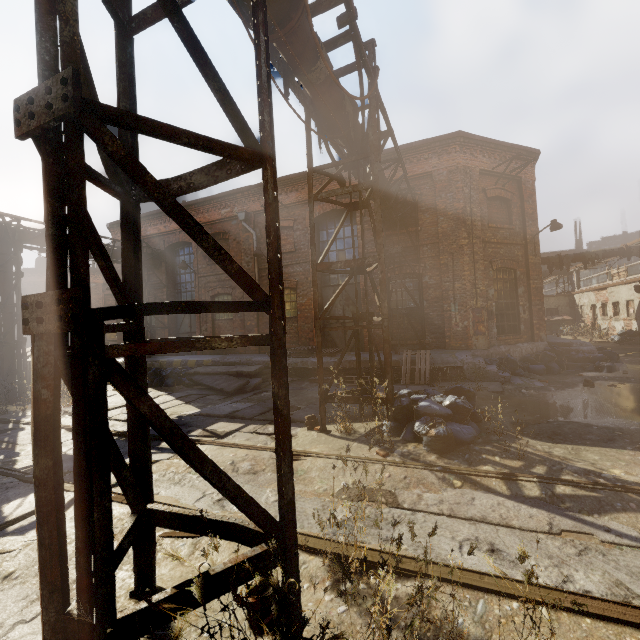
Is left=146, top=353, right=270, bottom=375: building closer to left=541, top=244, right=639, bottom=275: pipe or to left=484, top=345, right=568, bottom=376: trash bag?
left=484, top=345, right=568, bottom=376: trash bag

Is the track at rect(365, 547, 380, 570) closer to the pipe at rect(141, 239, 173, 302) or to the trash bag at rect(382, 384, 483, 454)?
the trash bag at rect(382, 384, 483, 454)

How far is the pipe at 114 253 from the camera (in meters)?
14.04

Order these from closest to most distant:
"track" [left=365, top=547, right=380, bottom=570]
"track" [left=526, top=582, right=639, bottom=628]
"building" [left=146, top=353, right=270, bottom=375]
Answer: "track" [left=526, top=582, right=639, bottom=628]
"track" [left=365, top=547, right=380, bottom=570]
"building" [left=146, top=353, right=270, bottom=375]

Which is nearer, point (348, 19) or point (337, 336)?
point (348, 19)

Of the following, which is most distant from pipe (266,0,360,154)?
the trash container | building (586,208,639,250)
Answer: building (586,208,639,250)

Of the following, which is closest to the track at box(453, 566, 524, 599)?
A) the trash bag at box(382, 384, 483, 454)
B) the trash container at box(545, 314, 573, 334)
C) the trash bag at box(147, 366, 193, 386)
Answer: the trash bag at box(382, 384, 483, 454)

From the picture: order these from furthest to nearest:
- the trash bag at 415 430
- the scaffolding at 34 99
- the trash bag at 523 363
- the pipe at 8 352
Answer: the pipe at 8 352, the trash bag at 523 363, the trash bag at 415 430, the scaffolding at 34 99
